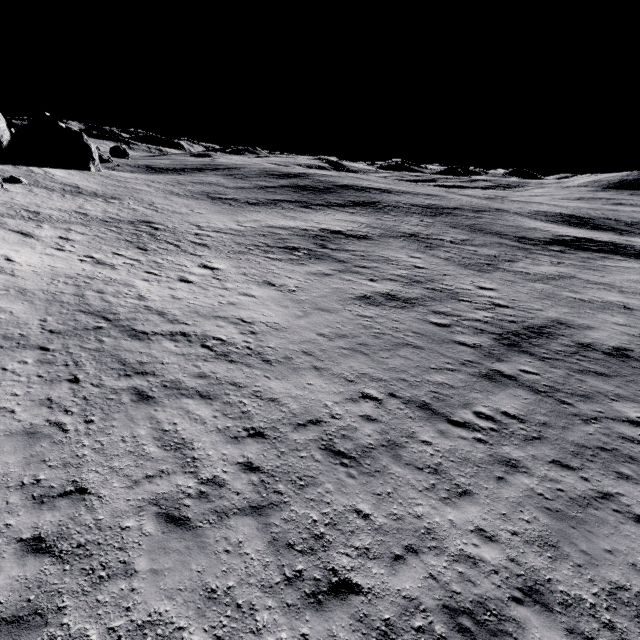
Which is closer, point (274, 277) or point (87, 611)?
point (87, 611)
